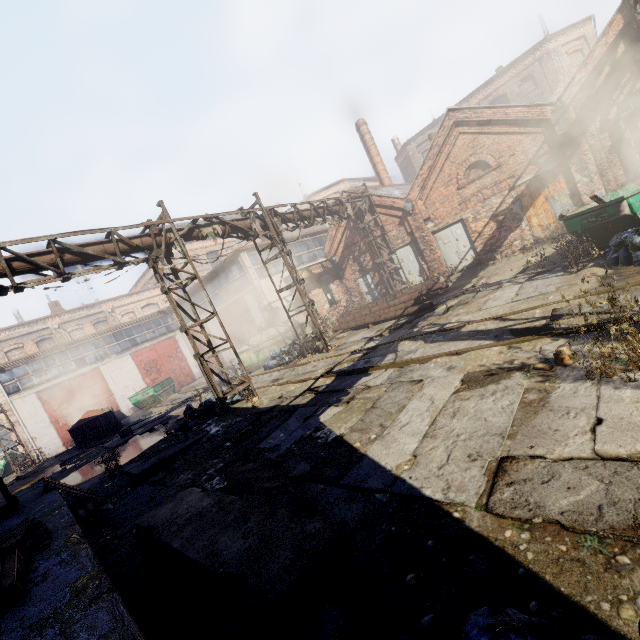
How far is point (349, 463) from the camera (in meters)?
4.65

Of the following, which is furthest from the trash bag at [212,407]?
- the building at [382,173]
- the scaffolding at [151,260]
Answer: the building at [382,173]

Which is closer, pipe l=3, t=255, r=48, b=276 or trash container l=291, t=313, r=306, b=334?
pipe l=3, t=255, r=48, b=276

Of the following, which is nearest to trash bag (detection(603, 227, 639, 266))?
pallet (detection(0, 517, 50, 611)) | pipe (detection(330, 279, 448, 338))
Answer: pipe (detection(330, 279, 448, 338))

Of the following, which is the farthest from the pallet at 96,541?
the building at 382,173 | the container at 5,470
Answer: the building at 382,173

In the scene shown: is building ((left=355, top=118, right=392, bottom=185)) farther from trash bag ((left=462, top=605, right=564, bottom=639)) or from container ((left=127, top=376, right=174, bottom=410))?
trash bag ((left=462, top=605, right=564, bottom=639))

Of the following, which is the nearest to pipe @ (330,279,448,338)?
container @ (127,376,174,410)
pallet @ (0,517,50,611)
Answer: pallet @ (0,517,50,611)

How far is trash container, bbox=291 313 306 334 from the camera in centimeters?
1698cm
